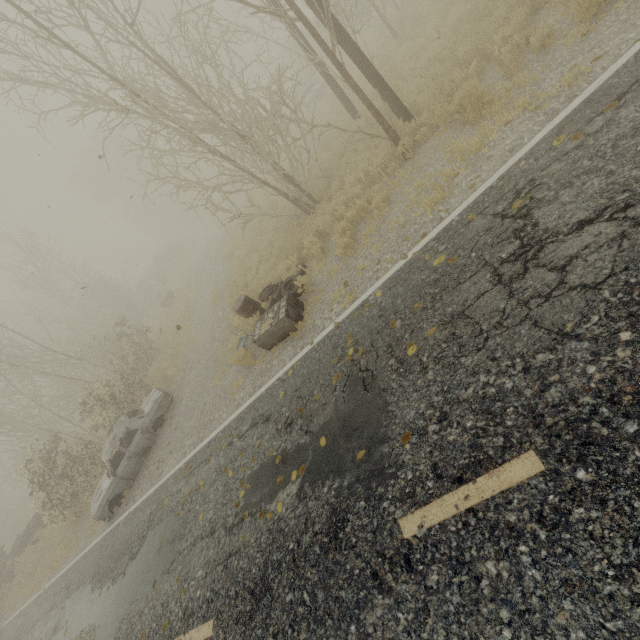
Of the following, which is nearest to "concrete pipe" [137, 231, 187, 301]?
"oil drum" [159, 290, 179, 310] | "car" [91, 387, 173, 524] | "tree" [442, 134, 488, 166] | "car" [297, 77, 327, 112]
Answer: "oil drum" [159, 290, 179, 310]

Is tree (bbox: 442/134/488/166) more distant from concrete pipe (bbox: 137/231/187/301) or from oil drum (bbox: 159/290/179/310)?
concrete pipe (bbox: 137/231/187/301)

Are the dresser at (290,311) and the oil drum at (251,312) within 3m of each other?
yes

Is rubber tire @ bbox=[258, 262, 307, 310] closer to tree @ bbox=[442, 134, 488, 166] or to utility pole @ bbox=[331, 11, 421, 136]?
tree @ bbox=[442, 134, 488, 166]

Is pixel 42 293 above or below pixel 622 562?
above

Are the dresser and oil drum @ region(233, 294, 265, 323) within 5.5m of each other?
yes

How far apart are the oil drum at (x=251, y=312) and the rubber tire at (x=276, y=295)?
0.0m

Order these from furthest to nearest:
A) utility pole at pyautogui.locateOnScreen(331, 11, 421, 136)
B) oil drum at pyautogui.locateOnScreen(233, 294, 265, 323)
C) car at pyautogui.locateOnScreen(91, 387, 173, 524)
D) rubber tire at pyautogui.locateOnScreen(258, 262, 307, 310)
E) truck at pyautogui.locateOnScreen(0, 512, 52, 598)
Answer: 1. truck at pyautogui.locateOnScreen(0, 512, 52, 598)
2. car at pyautogui.locateOnScreen(91, 387, 173, 524)
3. oil drum at pyautogui.locateOnScreen(233, 294, 265, 323)
4. rubber tire at pyautogui.locateOnScreen(258, 262, 307, 310)
5. utility pole at pyautogui.locateOnScreen(331, 11, 421, 136)
